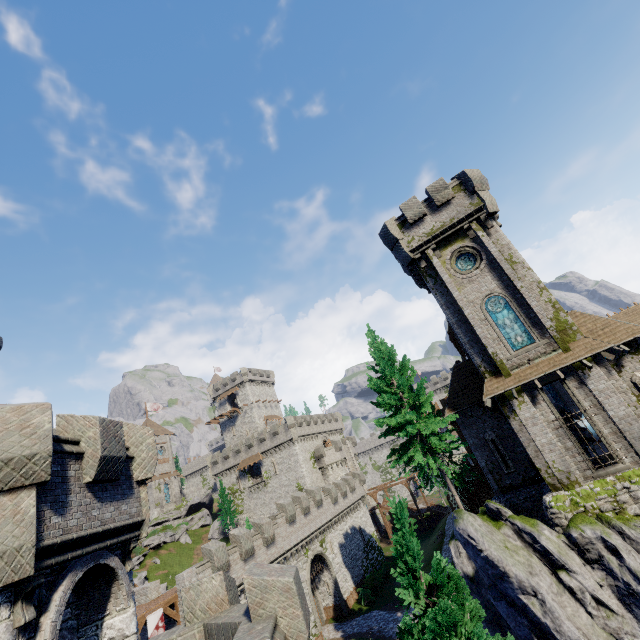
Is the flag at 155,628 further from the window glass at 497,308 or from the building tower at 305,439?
the building tower at 305,439

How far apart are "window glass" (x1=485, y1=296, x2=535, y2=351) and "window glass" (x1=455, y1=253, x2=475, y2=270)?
2.4m

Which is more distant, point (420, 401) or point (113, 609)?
point (420, 401)

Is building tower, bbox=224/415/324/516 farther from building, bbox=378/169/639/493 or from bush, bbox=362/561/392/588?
building, bbox=378/169/639/493

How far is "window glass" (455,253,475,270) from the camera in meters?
22.2

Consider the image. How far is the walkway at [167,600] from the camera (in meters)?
19.83

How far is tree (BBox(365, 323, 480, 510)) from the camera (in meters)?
19.30

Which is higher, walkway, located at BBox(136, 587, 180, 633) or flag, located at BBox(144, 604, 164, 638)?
walkway, located at BBox(136, 587, 180, 633)
